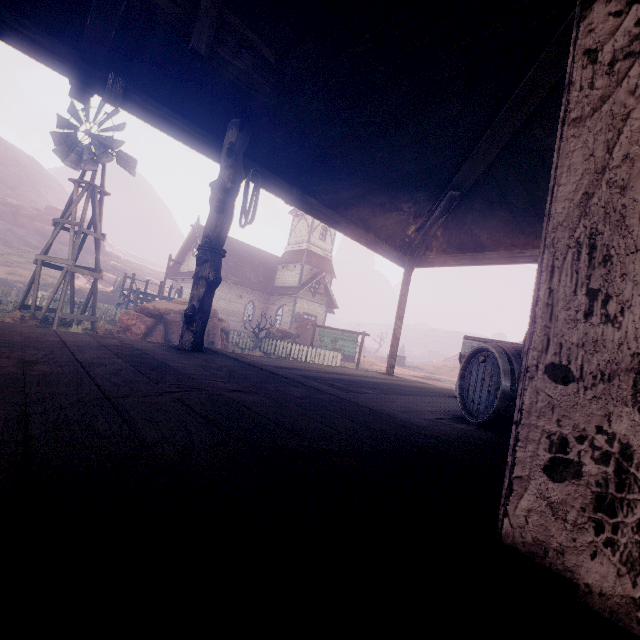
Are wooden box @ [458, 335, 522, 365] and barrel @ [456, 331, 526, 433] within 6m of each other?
yes

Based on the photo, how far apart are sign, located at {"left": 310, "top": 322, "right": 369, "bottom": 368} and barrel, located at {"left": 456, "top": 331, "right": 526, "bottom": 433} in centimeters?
1381cm

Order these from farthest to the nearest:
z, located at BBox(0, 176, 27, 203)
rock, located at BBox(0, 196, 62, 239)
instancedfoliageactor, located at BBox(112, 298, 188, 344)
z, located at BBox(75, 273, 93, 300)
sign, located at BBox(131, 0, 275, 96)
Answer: z, located at BBox(0, 176, 27, 203), rock, located at BBox(0, 196, 62, 239), z, located at BBox(75, 273, 93, 300), instancedfoliageactor, located at BBox(112, 298, 188, 344), sign, located at BBox(131, 0, 275, 96)

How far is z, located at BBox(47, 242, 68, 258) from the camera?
44.6 meters

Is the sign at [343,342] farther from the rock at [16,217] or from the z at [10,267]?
the rock at [16,217]

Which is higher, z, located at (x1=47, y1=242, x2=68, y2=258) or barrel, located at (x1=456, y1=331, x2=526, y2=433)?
z, located at (x1=47, y1=242, x2=68, y2=258)

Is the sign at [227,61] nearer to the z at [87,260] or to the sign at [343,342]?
the z at [87,260]

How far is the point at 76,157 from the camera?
11.3m
